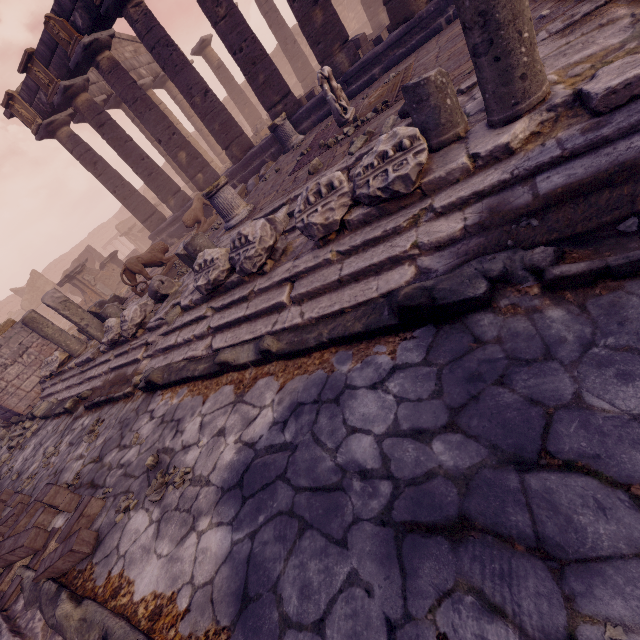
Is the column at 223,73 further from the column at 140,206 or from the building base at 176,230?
the column at 140,206

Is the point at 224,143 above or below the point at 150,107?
below

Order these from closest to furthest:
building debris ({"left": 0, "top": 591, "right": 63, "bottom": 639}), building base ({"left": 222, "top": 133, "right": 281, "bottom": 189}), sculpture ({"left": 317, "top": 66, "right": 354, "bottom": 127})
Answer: building debris ({"left": 0, "top": 591, "right": 63, "bottom": 639}), sculpture ({"left": 317, "top": 66, "right": 354, "bottom": 127}), building base ({"left": 222, "top": 133, "right": 281, "bottom": 189})

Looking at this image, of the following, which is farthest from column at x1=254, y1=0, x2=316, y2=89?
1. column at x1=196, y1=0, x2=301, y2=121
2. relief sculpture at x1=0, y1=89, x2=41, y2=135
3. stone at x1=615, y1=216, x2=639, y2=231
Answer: stone at x1=615, y1=216, x2=639, y2=231

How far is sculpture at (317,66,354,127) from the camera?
6.68m

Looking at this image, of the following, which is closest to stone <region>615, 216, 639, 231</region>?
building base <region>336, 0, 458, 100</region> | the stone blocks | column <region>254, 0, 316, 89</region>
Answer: the stone blocks

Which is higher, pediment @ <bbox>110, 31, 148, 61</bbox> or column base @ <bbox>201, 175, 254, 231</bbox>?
pediment @ <bbox>110, 31, 148, 61</bbox>

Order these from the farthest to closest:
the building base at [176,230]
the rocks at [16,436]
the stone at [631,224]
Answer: the building base at [176,230]
the rocks at [16,436]
the stone at [631,224]
